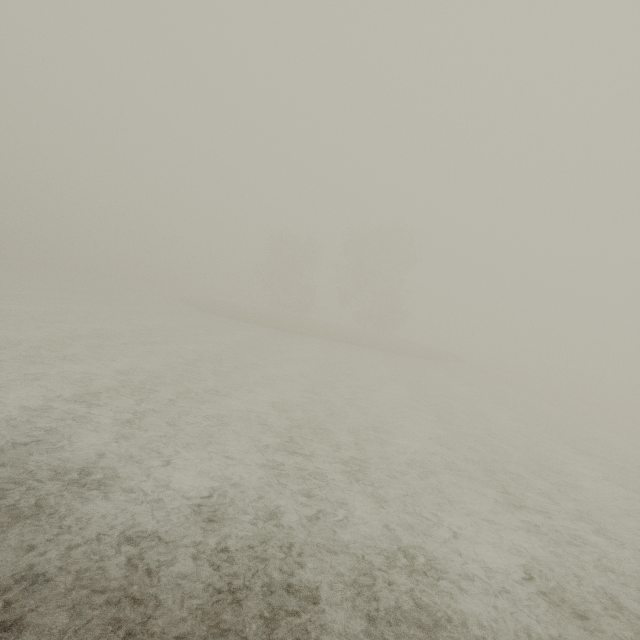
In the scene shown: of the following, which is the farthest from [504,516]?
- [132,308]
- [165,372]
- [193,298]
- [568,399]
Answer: [193,298]
